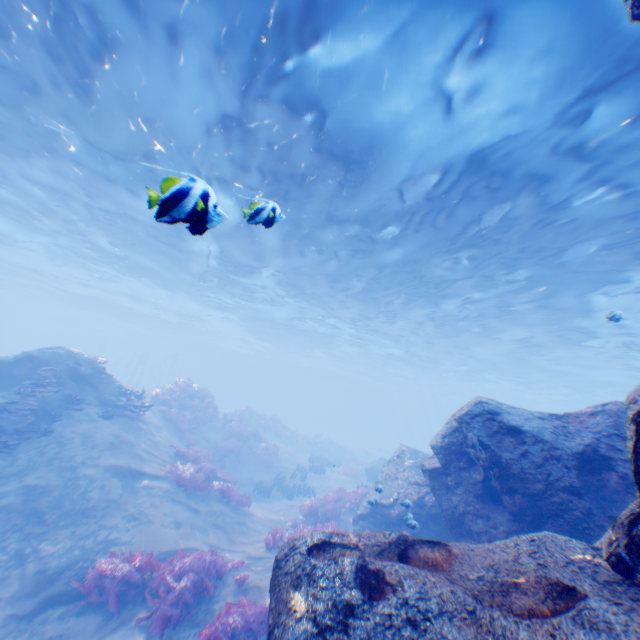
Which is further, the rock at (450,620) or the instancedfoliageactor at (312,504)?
the instancedfoliageactor at (312,504)

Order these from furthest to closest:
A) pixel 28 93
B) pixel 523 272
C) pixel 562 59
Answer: pixel 523 272 → pixel 28 93 → pixel 562 59

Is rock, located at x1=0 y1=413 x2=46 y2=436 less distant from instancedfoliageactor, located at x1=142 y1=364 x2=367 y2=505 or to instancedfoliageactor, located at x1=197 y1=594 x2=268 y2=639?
instancedfoliageactor, located at x1=197 y1=594 x2=268 y2=639

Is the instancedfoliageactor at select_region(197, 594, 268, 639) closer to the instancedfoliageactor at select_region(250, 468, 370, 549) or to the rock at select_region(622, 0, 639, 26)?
the rock at select_region(622, 0, 639, 26)

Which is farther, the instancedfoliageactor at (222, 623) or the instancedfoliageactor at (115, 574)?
the instancedfoliageactor at (115, 574)

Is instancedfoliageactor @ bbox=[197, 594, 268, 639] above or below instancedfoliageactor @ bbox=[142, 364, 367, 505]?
below

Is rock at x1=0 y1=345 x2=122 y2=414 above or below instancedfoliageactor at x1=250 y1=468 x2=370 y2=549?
above

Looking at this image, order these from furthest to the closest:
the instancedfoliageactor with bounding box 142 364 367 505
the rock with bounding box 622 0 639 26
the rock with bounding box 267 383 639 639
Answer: the instancedfoliageactor with bounding box 142 364 367 505, the rock with bounding box 622 0 639 26, the rock with bounding box 267 383 639 639
